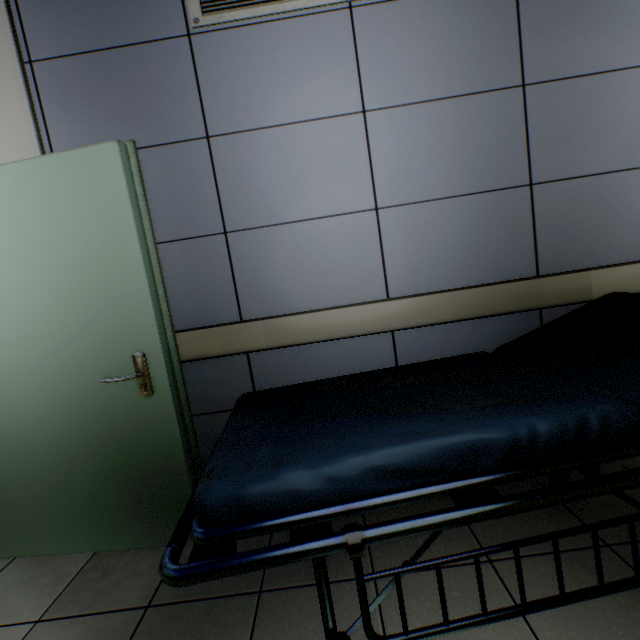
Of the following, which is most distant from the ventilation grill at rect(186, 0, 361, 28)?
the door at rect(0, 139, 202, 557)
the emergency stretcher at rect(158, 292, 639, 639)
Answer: the emergency stretcher at rect(158, 292, 639, 639)

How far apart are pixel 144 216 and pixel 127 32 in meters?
0.9

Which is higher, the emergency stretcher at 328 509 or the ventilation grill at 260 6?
the ventilation grill at 260 6

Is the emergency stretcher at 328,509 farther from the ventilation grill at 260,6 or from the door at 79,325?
the ventilation grill at 260,6

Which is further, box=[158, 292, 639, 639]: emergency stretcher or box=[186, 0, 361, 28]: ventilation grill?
box=[186, 0, 361, 28]: ventilation grill

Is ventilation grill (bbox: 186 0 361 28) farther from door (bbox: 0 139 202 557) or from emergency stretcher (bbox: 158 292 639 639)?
emergency stretcher (bbox: 158 292 639 639)

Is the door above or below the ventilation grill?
below
